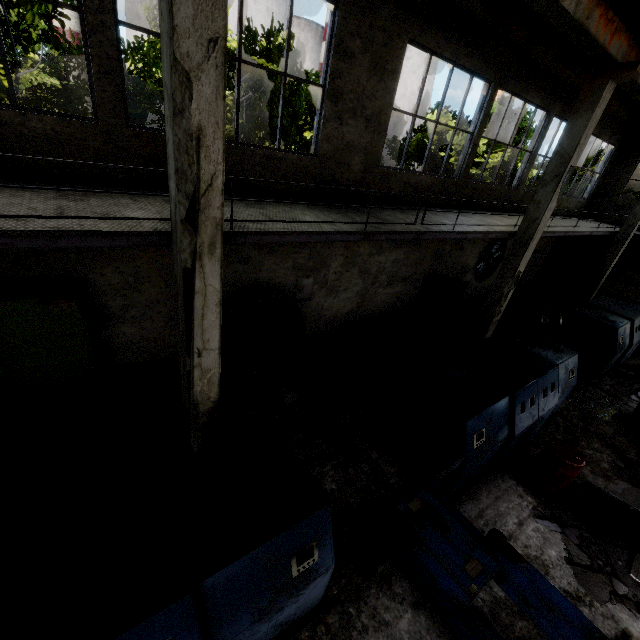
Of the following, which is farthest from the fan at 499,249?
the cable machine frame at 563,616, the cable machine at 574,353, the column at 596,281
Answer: the cable machine frame at 563,616

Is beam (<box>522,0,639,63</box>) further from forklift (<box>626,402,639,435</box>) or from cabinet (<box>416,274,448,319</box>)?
forklift (<box>626,402,639,435</box>)

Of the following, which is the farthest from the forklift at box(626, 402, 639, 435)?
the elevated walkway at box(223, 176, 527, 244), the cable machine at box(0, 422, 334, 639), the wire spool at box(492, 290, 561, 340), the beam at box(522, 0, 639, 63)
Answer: the cable machine at box(0, 422, 334, 639)

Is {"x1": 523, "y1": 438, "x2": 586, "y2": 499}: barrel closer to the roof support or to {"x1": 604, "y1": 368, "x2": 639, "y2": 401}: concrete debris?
{"x1": 604, "y1": 368, "x2": 639, "y2": 401}: concrete debris

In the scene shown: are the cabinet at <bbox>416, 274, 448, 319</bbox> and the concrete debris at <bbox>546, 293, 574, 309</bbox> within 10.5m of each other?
yes

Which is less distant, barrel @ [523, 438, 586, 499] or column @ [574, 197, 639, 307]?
barrel @ [523, 438, 586, 499]

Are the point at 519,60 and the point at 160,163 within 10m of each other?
no

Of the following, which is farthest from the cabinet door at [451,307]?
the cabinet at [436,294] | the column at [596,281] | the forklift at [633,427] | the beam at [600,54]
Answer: the column at [596,281]
